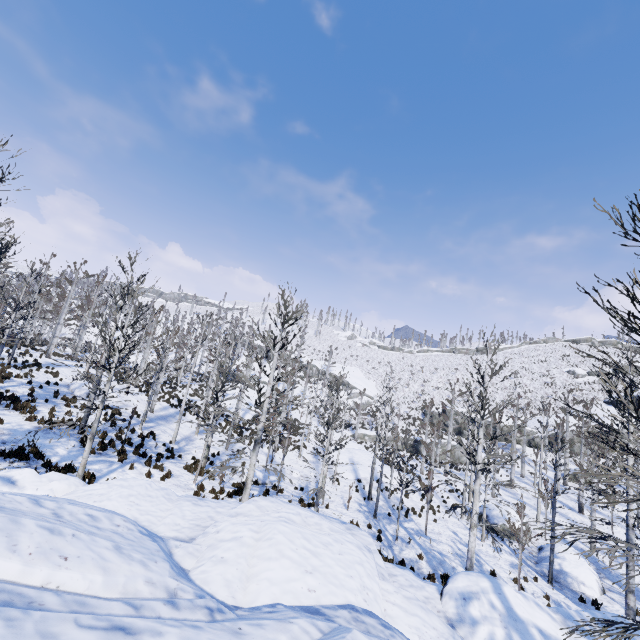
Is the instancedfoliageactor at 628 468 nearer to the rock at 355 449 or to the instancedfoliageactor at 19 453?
the instancedfoliageactor at 19 453

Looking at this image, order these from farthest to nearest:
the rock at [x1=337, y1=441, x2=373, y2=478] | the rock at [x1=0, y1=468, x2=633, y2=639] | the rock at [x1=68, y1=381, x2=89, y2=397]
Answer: the rock at [x1=337, y1=441, x2=373, y2=478] → the rock at [x1=68, y1=381, x2=89, y2=397] → the rock at [x1=0, y1=468, x2=633, y2=639]

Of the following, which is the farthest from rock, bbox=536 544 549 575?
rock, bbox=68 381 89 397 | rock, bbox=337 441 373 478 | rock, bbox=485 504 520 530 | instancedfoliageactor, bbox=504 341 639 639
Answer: rock, bbox=68 381 89 397

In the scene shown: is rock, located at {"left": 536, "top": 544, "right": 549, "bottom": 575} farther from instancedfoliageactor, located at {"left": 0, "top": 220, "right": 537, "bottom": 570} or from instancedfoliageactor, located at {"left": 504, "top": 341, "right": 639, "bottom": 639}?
instancedfoliageactor, located at {"left": 0, "top": 220, "right": 537, "bottom": 570}

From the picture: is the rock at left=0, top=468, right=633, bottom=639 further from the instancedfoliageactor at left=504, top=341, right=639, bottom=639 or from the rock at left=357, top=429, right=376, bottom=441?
the rock at left=357, top=429, right=376, bottom=441

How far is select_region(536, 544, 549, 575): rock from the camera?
18.0m

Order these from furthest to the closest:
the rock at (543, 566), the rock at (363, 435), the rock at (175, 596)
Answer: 1. the rock at (363, 435)
2. the rock at (543, 566)
3. the rock at (175, 596)

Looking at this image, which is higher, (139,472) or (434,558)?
(139,472)
